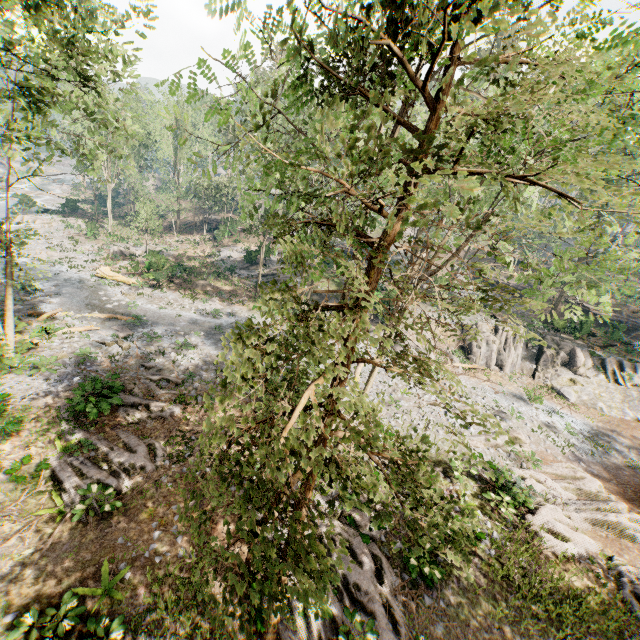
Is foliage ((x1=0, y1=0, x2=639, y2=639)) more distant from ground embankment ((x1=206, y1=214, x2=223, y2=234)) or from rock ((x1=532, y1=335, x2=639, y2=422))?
ground embankment ((x1=206, y1=214, x2=223, y2=234))

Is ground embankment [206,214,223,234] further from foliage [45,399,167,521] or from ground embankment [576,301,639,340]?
ground embankment [576,301,639,340]

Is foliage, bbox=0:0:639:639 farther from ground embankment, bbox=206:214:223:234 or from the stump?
the stump

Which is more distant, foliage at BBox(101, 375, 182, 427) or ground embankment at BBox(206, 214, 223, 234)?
ground embankment at BBox(206, 214, 223, 234)

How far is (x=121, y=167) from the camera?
17.7 meters

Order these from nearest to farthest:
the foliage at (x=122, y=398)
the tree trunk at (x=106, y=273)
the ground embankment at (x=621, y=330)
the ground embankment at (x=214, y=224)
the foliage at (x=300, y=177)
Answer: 1. the foliage at (x=300, y=177)
2. the foliage at (x=122, y=398)
3. the tree trunk at (x=106, y=273)
4. the ground embankment at (x=621, y=330)
5. the ground embankment at (x=214, y=224)

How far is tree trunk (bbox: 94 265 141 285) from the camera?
29.2m

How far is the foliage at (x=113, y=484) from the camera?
10.80m
